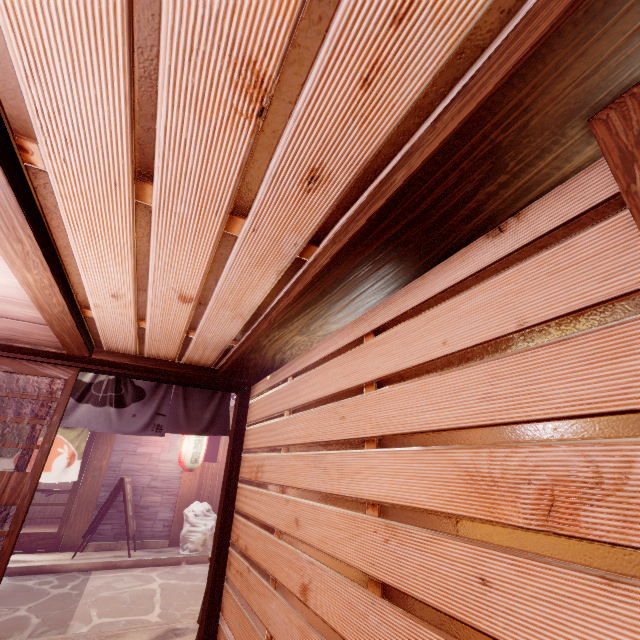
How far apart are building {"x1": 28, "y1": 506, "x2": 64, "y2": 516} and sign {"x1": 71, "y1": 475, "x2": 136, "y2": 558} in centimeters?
752cm

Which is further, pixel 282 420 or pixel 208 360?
pixel 208 360

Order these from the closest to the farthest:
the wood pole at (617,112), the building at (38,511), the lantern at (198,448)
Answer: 1. the wood pole at (617,112)
2. the lantern at (198,448)
3. the building at (38,511)

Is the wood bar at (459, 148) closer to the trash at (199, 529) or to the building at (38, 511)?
the trash at (199, 529)

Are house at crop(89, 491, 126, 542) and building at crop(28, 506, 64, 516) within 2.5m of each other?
no

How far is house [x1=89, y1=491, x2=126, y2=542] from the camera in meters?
13.0 m

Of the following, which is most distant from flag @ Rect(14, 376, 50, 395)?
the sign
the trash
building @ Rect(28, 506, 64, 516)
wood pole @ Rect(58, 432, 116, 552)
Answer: Result: building @ Rect(28, 506, 64, 516)

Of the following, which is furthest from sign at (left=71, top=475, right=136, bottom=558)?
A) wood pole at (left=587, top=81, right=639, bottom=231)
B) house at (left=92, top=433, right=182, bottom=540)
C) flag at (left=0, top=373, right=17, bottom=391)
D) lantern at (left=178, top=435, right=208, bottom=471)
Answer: wood pole at (left=587, top=81, right=639, bottom=231)
